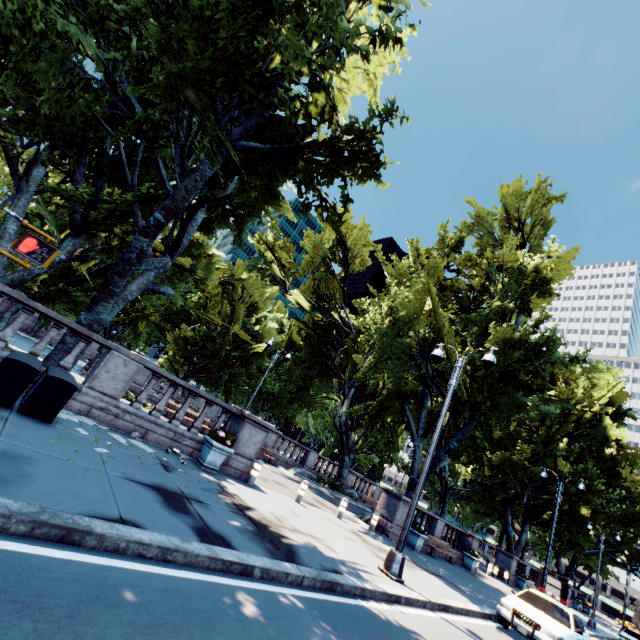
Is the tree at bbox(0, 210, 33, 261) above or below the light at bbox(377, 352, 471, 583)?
above

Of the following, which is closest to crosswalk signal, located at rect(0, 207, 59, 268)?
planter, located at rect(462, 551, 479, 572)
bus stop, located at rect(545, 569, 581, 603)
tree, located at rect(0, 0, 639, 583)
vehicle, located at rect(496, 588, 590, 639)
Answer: tree, located at rect(0, 0, 639, 583)

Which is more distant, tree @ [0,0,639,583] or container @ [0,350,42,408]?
tree @ [0,0,639,583]

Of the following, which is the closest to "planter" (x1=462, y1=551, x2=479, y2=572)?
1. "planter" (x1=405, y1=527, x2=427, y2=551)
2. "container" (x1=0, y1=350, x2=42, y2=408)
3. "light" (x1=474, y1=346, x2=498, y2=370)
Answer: "planter" (x1=405, y1=527, x2=427, y2=551)

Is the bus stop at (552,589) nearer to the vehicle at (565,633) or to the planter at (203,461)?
the vehicle at (565,633)

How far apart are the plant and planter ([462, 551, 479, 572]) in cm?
Answer: 1971

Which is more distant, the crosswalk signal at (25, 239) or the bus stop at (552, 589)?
the bus stop at (552, 589)

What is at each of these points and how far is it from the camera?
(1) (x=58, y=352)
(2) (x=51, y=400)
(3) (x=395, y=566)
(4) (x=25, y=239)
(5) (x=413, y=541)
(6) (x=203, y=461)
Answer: (1) tree, 9.4 meters
(2) container, 6.7 meters
(3) light, 8.8 meters
(4) crosswalk signal, 3.2 meters
(5) planter, 16.8 meters
(6) planter, 10.0 meters
